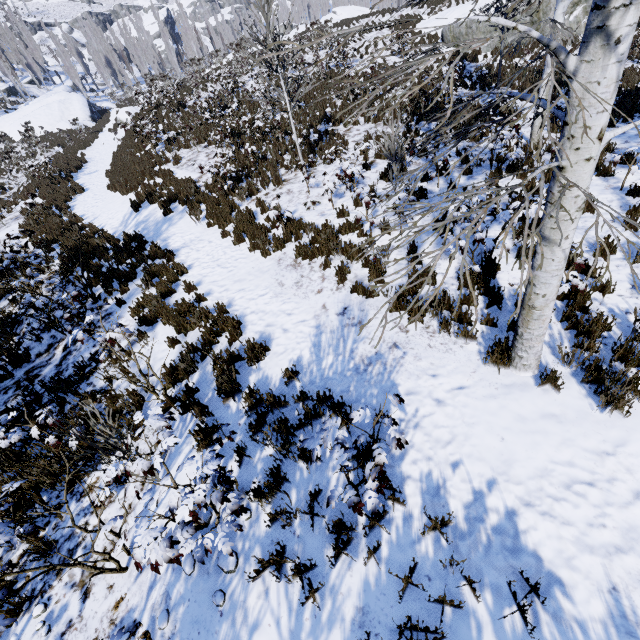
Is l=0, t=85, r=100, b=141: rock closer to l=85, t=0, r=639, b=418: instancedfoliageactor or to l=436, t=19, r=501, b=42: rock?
l=85, t=0, r=639, b=418: instancedfoliageactor

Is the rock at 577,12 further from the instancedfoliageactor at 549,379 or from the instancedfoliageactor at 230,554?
the instancedfoliageactor at 230,554

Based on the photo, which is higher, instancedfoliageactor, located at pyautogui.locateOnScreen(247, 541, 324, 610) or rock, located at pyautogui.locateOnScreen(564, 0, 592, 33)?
rock, located at pyautogui.locateOnScreen(564, 0, 592, 33)

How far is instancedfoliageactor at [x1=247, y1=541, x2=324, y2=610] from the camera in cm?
310

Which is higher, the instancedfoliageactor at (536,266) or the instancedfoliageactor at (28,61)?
the instancedfoliageactor at (28,61)

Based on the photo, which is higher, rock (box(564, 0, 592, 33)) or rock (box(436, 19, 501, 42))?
rock (box(436, 19, 501, 42))

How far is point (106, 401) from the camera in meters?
5.6
